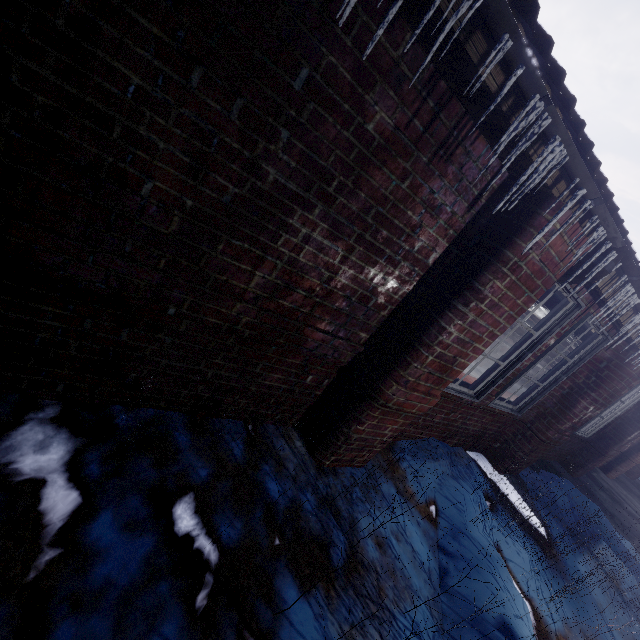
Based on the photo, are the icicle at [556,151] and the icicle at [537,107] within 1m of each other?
yes

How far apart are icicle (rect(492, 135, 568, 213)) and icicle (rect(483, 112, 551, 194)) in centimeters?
9cm

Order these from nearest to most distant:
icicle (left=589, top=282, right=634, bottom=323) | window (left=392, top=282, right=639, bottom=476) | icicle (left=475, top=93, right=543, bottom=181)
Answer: icicle (left=475, top=93, right=543, bottom=181)
icicle (left=589, top=282, right=634, bottom=323)
window (left=392, top=282, right=639, bottom=476)

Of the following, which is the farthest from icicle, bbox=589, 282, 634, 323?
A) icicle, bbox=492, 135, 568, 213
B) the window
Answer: icicle, bbox=492, 135, 568, 213

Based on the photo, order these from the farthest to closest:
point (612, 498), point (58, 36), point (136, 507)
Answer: point (612, 498) → point (136, 507) → point (58, 36)

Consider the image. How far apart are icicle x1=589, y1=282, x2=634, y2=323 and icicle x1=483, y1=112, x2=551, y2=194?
1.7 meters

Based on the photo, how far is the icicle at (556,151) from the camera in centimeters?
126cm

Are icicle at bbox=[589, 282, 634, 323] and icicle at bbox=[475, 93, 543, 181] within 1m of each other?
no
